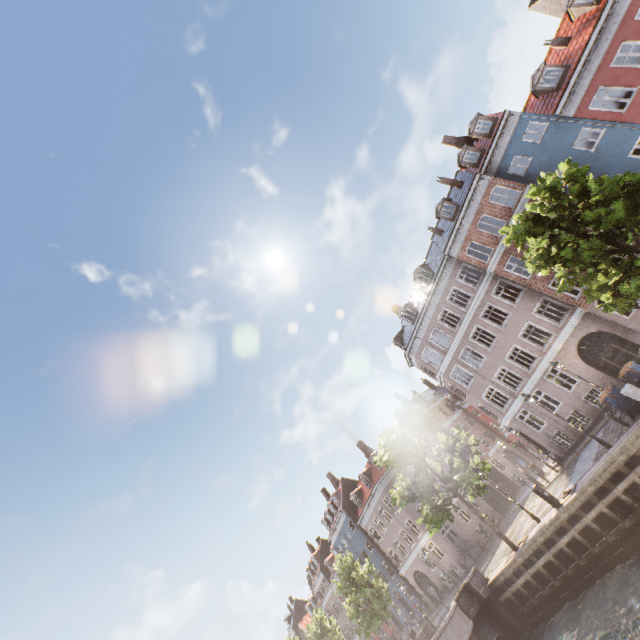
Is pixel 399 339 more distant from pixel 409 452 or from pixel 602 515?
pixel 602 515

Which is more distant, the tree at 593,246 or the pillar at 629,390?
the pillar at 629,390

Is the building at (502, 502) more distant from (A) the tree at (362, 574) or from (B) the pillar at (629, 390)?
(B) the pillar at (629, 390)

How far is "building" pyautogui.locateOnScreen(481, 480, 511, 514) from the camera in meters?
34.4

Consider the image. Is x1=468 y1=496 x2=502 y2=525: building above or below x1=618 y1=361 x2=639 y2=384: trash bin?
above

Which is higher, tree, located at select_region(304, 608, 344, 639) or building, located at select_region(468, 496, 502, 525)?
tree, located at select_region(304, 608, 344, 639)

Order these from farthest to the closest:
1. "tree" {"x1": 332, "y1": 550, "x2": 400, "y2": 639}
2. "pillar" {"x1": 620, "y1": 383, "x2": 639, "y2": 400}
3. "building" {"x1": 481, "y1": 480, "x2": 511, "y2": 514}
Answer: "building" {"x1": 481, "y1": 480, "x2": 511, "y2": 514} < "tree" {"x1": 332, "y1": 550, "x2": 400, "y2": 639} < "pillar" {"x1": 620, "y1": 383, "x2": 639, "y2": 400}
